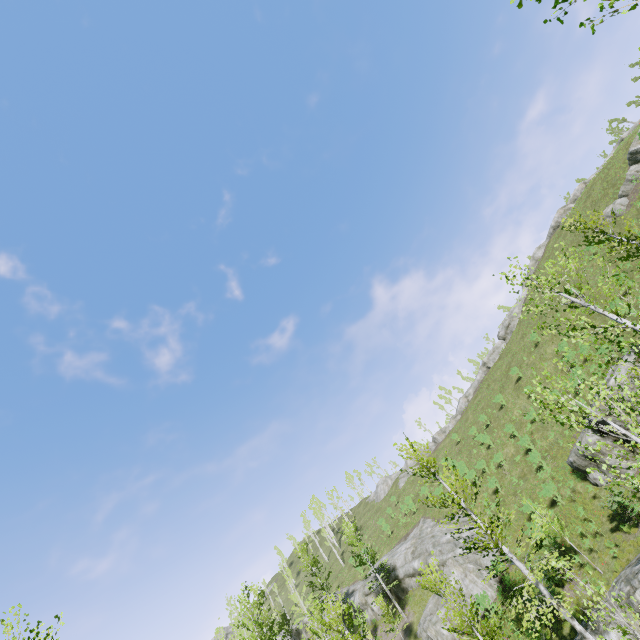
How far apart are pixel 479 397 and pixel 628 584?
39.0m

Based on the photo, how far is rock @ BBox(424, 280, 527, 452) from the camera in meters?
52.7

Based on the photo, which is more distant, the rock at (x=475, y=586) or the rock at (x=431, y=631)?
the rock at (x=475, y=586)

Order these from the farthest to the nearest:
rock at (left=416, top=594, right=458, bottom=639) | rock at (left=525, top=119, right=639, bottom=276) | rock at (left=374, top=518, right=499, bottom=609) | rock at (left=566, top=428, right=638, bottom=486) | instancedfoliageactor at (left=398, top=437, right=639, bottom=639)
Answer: rock at (left=525, top=119, right=639, bottom=276)
rock at (left=374, top=518, right=499, bottom=609)
rock at (left=416, top=594, right=458, bottom=639)
rock at (left=566, top=428, right=638, bottom=486)
instancedfoliageactor at (left=398, top=437, right=639, bottom=639)

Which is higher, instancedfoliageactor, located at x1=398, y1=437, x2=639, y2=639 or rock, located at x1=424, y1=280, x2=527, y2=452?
rock, located at x1=424, y1=280, x2=527, y2=452

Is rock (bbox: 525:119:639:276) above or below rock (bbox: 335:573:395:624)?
above

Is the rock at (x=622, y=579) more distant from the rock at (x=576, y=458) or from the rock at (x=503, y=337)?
the rock at (x=503, y=337)

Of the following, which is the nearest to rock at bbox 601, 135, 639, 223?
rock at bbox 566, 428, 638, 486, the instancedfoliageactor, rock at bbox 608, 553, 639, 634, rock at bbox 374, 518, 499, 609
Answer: rock at bbox 566, 428, 638, 486
